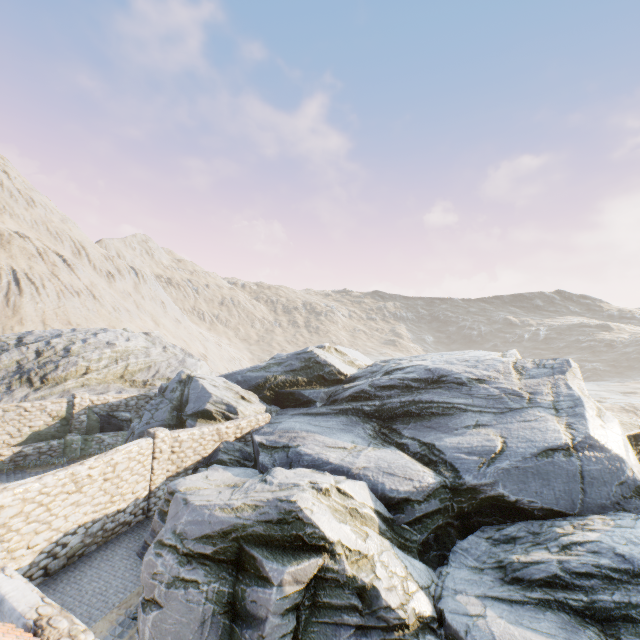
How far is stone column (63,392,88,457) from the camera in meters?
17.1

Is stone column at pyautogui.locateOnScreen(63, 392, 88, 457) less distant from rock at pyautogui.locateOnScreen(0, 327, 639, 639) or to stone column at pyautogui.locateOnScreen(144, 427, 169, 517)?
rock at pyautogui.locateOnScreen(0, 327, 639, 639)

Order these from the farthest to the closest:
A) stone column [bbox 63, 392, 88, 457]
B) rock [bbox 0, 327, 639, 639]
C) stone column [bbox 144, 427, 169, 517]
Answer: stone column [bbox 63, 392, 88, 457] < stone column [bbox 144, 427, 169, 517] < rock [bbox 0, 327, 639, 639]

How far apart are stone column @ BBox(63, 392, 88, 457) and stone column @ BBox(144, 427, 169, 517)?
6.5 meters

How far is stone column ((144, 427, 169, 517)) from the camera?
12.5m

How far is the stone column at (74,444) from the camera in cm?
1708

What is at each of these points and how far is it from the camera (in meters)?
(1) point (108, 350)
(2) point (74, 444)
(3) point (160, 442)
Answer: (1) rock, 25.56
(2) stone column, 17.22
(3) stone column, 12.74

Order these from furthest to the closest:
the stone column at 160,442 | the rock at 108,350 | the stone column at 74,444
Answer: the stone column at 74,444 → the stone column at 160,442 → the rock at 108,350
